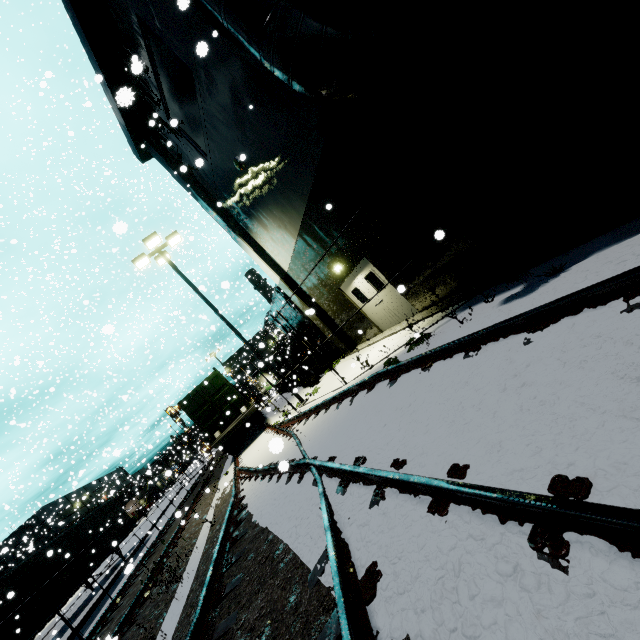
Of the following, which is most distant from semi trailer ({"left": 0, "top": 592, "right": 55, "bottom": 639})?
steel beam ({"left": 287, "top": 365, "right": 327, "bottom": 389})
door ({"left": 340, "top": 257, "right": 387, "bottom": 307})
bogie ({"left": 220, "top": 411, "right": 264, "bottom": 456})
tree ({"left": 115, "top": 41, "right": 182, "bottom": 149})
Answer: steel beam ({"left": 287, "top": 365, "right": 327, "bottom": 389})

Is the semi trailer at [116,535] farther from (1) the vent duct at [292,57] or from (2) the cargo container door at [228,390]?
(2) the cargo container door at [228,390]

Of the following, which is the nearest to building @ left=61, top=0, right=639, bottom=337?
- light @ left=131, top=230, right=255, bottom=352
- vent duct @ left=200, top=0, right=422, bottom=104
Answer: vent duct @ left=200, top=0, right=422, bottom=104

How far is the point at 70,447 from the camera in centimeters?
2356cm

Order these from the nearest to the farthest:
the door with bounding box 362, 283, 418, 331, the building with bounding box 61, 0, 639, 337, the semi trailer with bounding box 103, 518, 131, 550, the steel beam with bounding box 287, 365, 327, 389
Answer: the building with bounding box 61, 0, 639, 337
the door with bounding box 362, 283, 418, 331
the steel beam with bounding box 287, 365, 327, 389
the semi trailer with bounding box 103, 518, 131, 550

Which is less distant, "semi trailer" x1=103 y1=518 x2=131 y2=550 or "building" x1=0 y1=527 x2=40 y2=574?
"semi trailer" x1=103 y1=518 x2=131 y2=550

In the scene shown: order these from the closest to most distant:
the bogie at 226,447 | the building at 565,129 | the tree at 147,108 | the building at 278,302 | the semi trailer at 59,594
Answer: the building at 565,129, the tree at 147,108, the semi trailer at 59,594, the bogie at 226,447, the building at 278,302

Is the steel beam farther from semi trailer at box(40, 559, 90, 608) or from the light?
semi trailer at box(40, 559, 90, 608)
